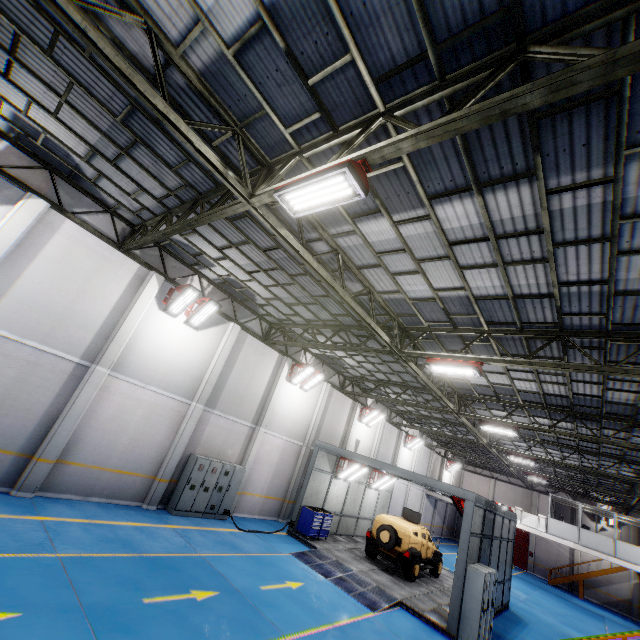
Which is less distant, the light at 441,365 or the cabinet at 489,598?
the light at 441,365

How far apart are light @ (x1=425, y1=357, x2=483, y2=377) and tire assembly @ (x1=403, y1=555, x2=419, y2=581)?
9.8 meters

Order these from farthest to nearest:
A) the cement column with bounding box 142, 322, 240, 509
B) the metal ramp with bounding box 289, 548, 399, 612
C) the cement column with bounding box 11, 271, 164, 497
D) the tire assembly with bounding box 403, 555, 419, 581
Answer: the tire assembly with bounding box 403, 555, 419, 581, the cement column with bounding box 142, 322, 240, 509, the metal ramp with bounding box 289, 548, 399, 612, the cement column with bounding box 11, 271, 164, 497

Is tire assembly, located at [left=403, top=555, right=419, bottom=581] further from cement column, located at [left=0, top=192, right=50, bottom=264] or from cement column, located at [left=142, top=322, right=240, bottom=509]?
cement column, located at [left=0, top=192, right=50, bottom=264]

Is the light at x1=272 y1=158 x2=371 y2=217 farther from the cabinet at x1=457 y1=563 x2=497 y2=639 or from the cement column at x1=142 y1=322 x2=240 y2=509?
the cabinet at x1=457 y1=563 x2=497 y2=639

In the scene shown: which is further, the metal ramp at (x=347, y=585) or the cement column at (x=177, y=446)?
the cement column at (x=177, y=446)

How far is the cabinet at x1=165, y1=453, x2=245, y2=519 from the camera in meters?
12.8

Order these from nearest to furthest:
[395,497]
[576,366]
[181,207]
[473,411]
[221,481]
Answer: [576,366] → [181,207] → [221,481] → [473,411] → [395,497]
